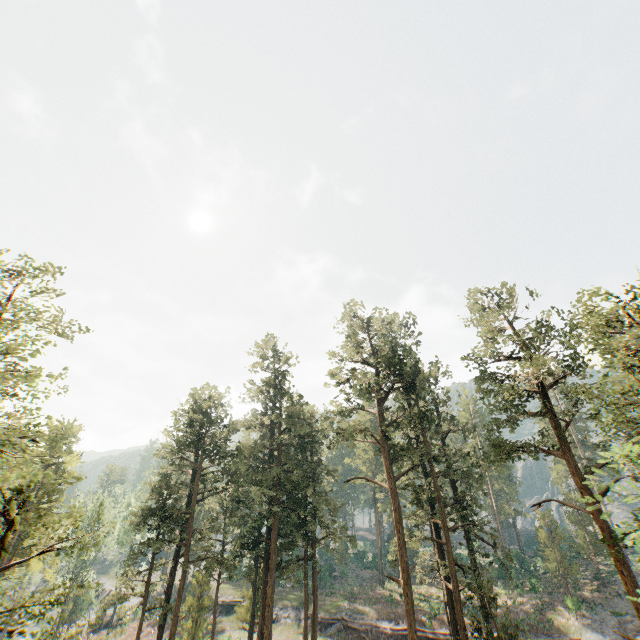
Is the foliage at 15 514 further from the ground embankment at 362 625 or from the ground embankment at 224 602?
the ground embankment at 224 602

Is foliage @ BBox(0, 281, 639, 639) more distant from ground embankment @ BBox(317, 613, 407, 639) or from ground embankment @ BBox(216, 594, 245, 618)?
ground embankment @ BBox(216, 594, 245, 618)

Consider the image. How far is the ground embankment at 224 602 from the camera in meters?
45.2 m

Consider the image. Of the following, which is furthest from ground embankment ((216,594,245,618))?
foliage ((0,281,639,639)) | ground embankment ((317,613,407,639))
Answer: foliage ((0,281,639,639))

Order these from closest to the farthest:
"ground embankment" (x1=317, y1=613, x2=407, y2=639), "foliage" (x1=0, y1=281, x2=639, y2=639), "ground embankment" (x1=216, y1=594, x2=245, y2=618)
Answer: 1. "foliage" (x1=0, y1=281, x2=639, y2=639)
2. "ground embankment" (x1=317, y1=613, x2=407, y2=639)
3. "ground embankment" (x1=216, y1=594, x2=245, y2=618)

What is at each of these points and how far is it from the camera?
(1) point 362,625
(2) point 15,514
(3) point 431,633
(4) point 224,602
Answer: (1) ground embankment, 35.8m
(2) foliage, 8.1m
(3) ground embankment, 33.2m
(4) ground embankment, 46.2m

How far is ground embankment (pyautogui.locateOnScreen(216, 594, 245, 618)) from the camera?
45.2 meters
